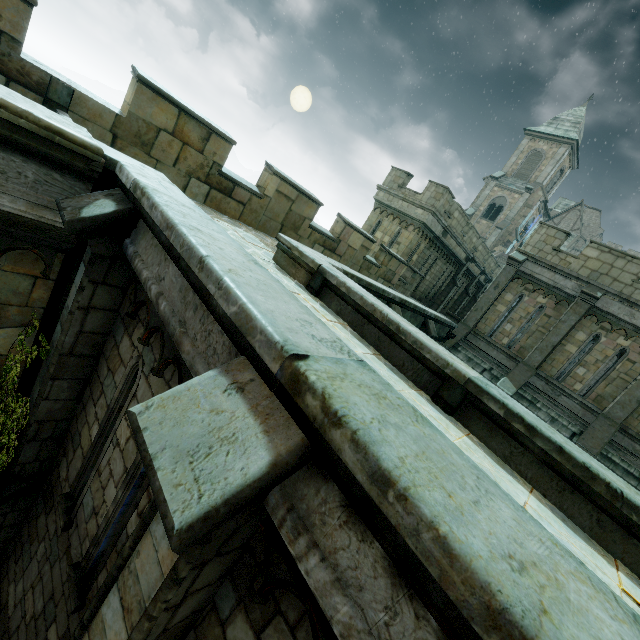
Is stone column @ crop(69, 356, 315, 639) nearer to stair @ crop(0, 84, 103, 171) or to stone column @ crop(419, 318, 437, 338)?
stair @ crop(0, 84, 103, 171)

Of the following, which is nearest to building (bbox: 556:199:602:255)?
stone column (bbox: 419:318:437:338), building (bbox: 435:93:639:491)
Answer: building (bbox: 435:93:639:491)

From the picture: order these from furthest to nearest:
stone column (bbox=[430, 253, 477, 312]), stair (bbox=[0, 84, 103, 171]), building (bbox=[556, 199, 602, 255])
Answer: building (bbox=[556, 199, 602, 255]), stone column (bbox=[430, 253, 477, 312]), stair (bbox=[0, 84, 103, 171])

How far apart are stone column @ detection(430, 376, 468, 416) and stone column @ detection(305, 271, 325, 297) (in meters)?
2.72

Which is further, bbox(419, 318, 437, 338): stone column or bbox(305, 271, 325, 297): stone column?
bbox(419, 318, 437, 338): stone column

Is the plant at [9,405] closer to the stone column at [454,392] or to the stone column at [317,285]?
the stone column at [317,285]

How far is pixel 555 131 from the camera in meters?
35.1 m

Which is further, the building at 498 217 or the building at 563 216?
the building at 563 216
